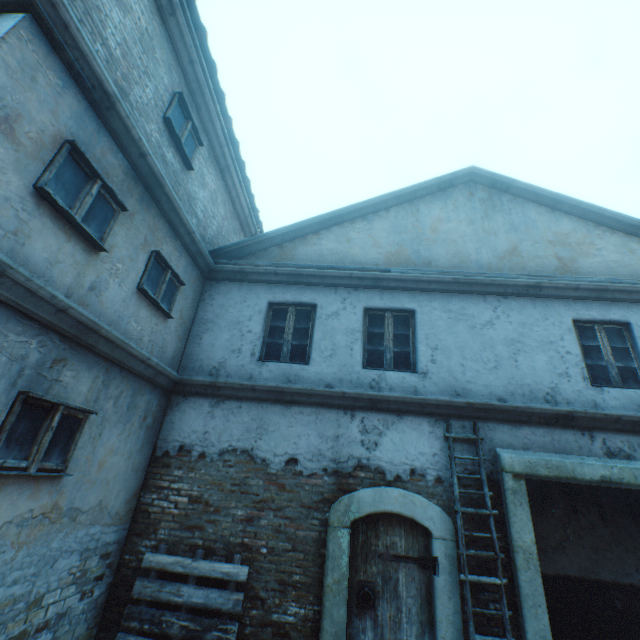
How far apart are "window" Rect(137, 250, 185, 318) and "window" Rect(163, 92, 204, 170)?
1.9m

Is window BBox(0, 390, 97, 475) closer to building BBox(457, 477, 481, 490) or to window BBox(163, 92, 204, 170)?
building BBox(457, 477, 481, 490)

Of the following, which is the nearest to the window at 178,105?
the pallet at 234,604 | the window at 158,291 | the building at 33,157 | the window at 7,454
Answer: the building at 33,157

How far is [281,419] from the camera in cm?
561

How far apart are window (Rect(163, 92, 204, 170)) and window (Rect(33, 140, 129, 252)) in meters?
1.9

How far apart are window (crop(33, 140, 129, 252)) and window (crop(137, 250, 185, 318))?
0.79m

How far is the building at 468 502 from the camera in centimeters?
486cm

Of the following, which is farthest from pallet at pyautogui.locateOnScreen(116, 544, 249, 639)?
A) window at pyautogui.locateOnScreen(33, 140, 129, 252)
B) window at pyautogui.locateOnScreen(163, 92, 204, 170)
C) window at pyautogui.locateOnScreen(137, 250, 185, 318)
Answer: window at pyautogui.locateOnScreen(163, 92, 204, 170)
